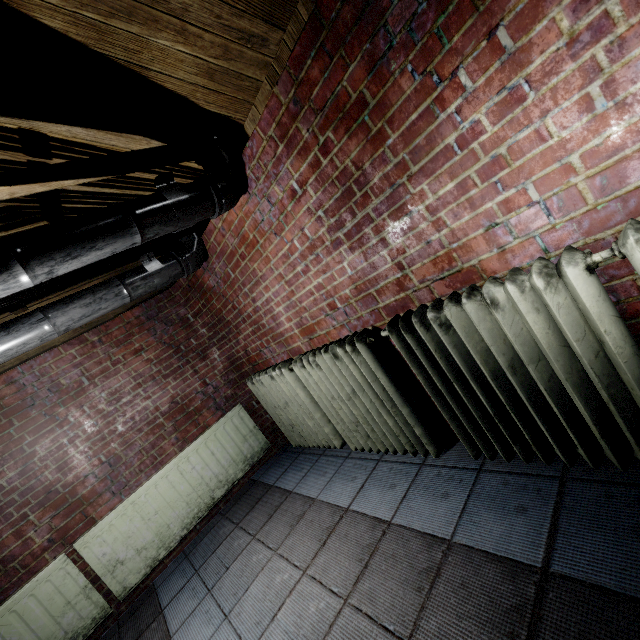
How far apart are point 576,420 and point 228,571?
2.2 meters

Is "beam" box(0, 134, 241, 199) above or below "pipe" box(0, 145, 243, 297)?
above

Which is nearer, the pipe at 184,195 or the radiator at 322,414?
the pipe at 184,195

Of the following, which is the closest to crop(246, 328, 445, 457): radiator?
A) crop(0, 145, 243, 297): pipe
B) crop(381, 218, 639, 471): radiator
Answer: crop(381, 218, 639, 471): radiator

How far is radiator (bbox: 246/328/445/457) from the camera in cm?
175

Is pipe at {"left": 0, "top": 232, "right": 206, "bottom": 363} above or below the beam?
below

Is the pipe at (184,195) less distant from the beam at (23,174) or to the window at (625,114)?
the beam at (23,174)

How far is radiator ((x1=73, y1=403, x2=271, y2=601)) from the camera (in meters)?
2.42
